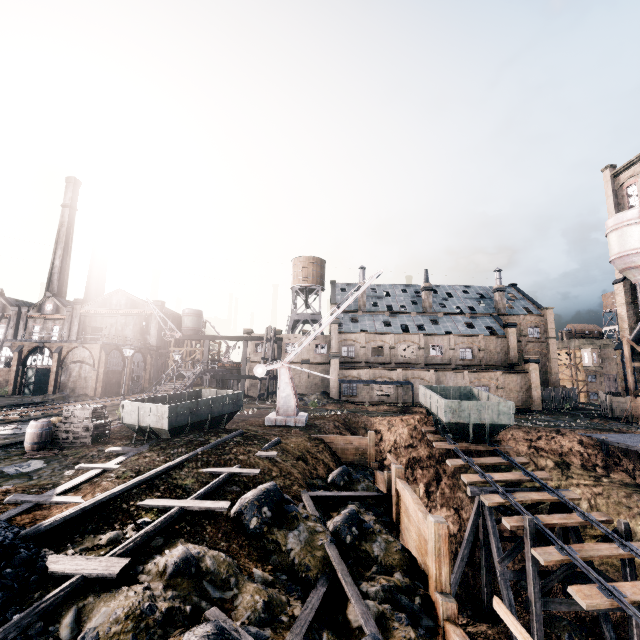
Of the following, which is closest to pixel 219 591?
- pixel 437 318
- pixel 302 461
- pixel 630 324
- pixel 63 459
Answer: pixel 302 461

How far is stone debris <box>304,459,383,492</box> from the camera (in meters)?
14.22

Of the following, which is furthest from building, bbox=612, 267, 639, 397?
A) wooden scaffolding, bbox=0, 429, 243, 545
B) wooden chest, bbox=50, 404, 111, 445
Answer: wooden chest, bbox=50, 404, 111, 445

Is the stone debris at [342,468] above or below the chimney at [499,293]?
below

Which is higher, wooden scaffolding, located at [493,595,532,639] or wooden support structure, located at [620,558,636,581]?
wooden scaffolding, located at [493,595,532,639]

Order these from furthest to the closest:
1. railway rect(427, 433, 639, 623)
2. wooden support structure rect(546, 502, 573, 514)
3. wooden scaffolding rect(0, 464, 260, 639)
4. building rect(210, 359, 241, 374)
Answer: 1. building rect(210, 359, 241, 374)
2. wooden support structure rect(546, 502, 573, 514)
3. railway rect(427, 433, 639, 623)
4. wooden scaffolding rect(0, 464, 260, 639)

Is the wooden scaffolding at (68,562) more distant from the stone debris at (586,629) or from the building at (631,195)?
the building at (631,195)

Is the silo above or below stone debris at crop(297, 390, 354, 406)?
above
